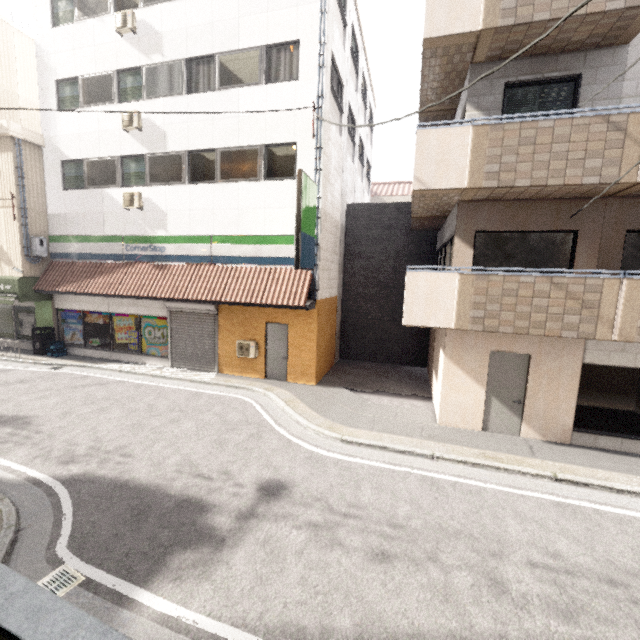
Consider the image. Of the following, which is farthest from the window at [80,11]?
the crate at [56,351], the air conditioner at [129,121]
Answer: the crate at [56,351]

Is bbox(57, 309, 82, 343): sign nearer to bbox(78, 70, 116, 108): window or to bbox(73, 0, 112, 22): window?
bbox(78, 70, 116, 108): window

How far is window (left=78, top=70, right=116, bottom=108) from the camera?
11.95m

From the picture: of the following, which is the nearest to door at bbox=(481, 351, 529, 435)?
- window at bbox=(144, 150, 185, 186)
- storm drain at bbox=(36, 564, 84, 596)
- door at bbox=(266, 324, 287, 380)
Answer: door at bbox=(266, 324, 287, 380)

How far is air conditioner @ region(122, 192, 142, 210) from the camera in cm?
1196

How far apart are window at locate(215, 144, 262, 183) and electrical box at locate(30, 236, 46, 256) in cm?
803

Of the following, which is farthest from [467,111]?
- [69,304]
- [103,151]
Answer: [69,304]

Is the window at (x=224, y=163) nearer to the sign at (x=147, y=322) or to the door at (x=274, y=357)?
the door at (x=274, y=357)
